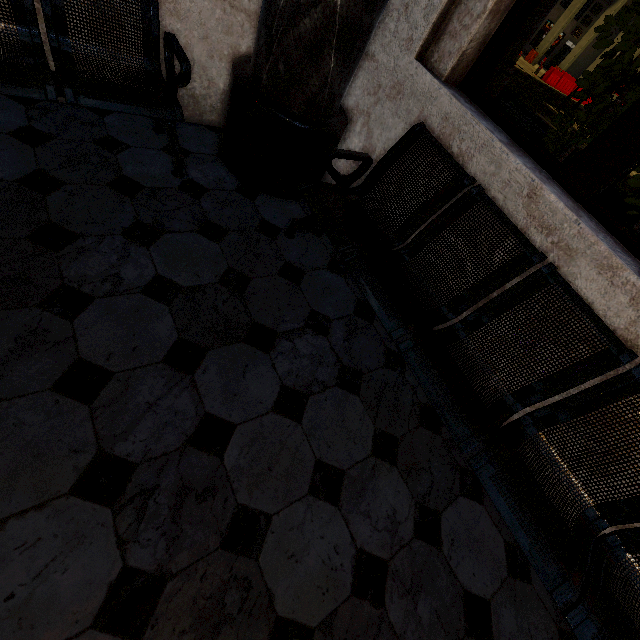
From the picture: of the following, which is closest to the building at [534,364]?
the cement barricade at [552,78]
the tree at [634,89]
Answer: the tree at [634,89]

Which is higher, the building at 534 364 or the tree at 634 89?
the tree at 634 89

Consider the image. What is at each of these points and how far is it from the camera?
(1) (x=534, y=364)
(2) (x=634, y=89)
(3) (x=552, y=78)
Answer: (1) building, 1.4 meters
(2) tree, 3.2 meters
(3) cement barricade, 21.1 meters

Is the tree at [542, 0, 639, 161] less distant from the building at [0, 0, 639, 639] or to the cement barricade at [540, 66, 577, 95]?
the building at [0, 0, 639, 639]

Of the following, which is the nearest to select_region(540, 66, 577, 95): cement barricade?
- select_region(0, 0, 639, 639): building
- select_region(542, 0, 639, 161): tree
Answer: select_region(0, 0, 639, 639): building

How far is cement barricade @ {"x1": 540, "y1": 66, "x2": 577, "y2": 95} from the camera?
20.77m
